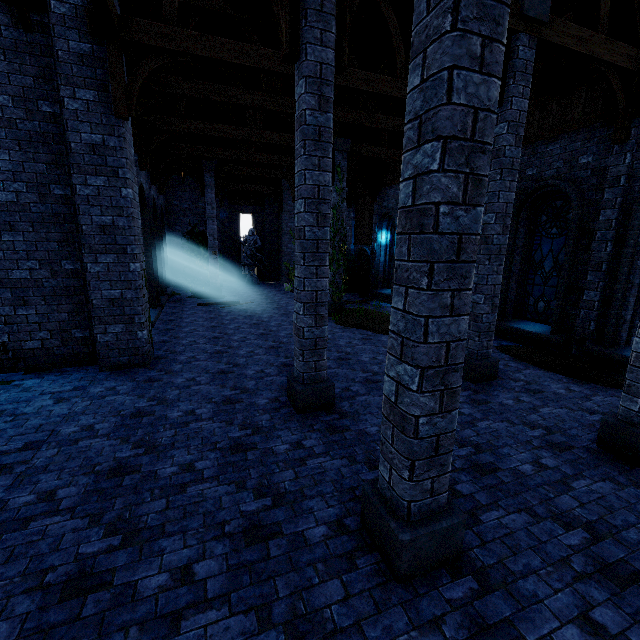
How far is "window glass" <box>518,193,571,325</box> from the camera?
9.0 meters

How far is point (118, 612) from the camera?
2.54m

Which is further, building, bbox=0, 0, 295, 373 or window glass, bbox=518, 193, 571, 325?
window glass, bbox=518, 193, 571, 325

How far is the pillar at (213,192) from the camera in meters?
16.6

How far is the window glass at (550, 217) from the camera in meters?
9.0 m

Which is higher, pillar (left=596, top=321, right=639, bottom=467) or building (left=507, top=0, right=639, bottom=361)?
building (left=507, top=0, right=639, bottom=361)

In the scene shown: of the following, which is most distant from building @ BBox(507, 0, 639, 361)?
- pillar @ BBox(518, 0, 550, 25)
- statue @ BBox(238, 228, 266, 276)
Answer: statue @ BBox(238, 228, 266, 276)

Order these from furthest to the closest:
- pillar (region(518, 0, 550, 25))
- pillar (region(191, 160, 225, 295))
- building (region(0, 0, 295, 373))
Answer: pillar (region(191, 160, 225, 295)), building (region(0, 0, 295, 373)), pillar (region(518, 0, 550, 25))
